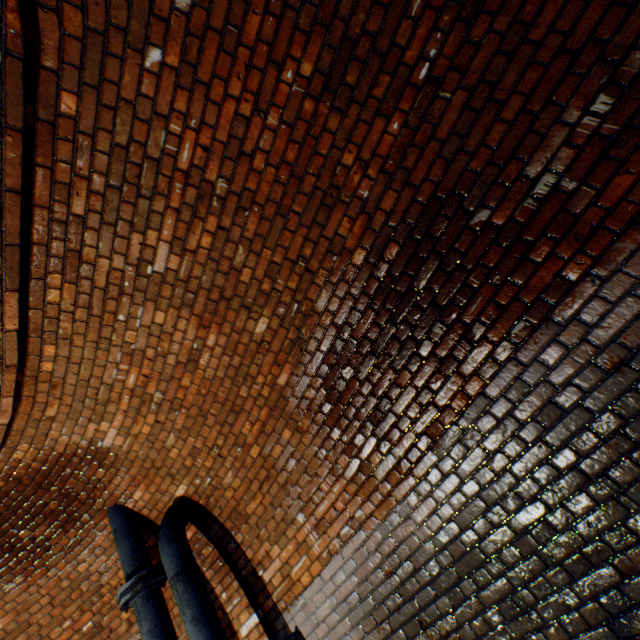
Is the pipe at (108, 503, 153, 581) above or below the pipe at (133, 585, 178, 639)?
above

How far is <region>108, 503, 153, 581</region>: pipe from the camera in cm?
332

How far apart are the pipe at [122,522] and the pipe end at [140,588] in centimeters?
9cm

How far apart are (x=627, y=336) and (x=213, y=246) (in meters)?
2.58

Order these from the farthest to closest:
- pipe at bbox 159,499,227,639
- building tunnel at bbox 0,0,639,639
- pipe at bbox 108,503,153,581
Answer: pipe at bbox 108,503,153,581
pipe at bbox 159,499,227,639
building tunnel at bbox 0,0,639,639

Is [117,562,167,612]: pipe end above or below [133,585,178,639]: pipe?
above

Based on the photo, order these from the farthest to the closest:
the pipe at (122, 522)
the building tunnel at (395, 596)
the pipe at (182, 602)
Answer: the pipe at (122, 522), the pipe at (182, 602), the building tunnel at (395, 596)

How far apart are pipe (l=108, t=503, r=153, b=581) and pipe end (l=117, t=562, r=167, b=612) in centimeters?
9cm
